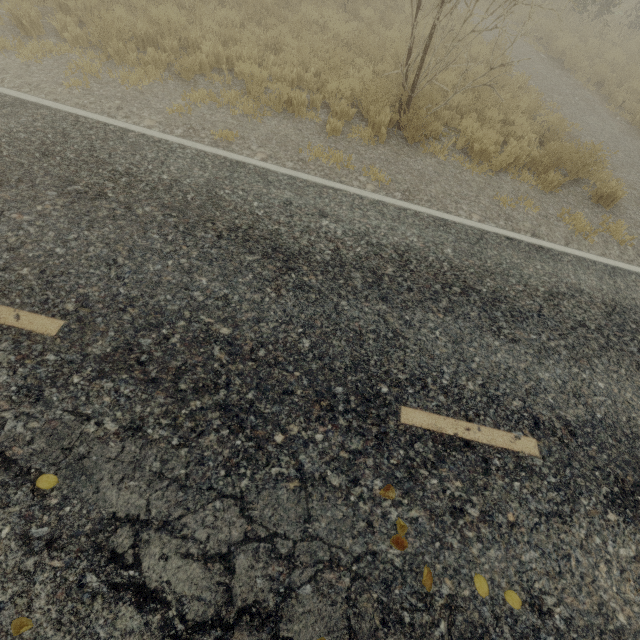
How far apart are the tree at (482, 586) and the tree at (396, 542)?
0.66m

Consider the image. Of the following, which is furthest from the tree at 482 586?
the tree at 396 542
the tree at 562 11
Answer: the tree at 562 11

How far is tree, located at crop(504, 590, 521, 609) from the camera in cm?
261

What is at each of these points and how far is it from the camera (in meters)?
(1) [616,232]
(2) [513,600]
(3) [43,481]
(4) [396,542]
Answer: (1) tree, 6.24
(2) tree, 2.62
(3) tree, 2.48
(4) tree, 2.69

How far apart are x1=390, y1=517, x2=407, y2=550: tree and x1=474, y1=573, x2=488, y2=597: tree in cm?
66

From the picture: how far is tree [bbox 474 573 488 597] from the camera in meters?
2.6

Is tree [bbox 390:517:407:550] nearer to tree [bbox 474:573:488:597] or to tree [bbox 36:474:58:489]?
tree [bbox 474:573:488:597]
